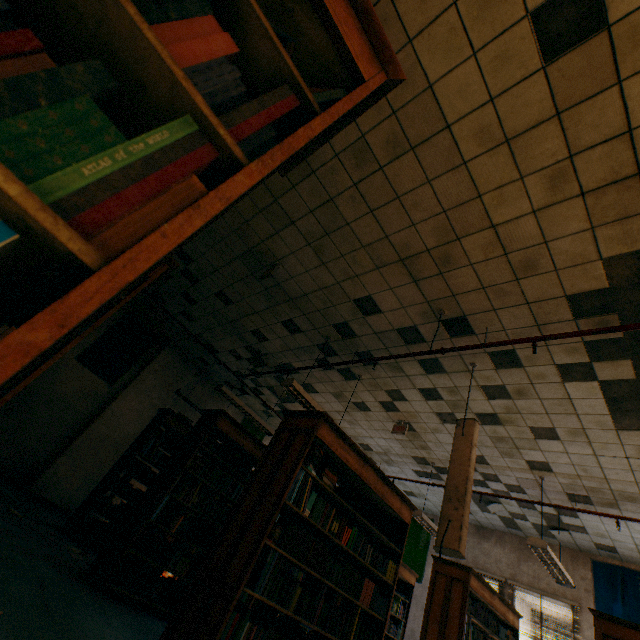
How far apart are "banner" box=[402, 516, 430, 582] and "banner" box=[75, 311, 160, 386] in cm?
868

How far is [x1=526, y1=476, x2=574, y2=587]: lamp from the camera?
4.80m

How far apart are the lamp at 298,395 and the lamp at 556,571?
3.1m

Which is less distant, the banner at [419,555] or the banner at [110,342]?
the banner at [110,342]

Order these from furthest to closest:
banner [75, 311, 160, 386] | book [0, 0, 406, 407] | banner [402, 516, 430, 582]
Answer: banner [402, 516, 430, 582] < banner [75, 311, 160, 386] < book [0, 0, 406, 407]

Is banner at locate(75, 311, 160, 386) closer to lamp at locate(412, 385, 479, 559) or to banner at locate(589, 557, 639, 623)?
lamp at locate(412, 385, 479, 559)

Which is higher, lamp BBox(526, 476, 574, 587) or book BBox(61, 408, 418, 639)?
lamp BBox(526, 476, 574, 587)

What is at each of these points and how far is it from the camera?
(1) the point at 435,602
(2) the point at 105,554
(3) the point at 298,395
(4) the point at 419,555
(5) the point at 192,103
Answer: (1) book, 4.9 meters
(2) book, 3.8 meters
(3) lamp, 4.7 meters
(4) banner, 8.7 meters
(5) book, 0.5 meters
